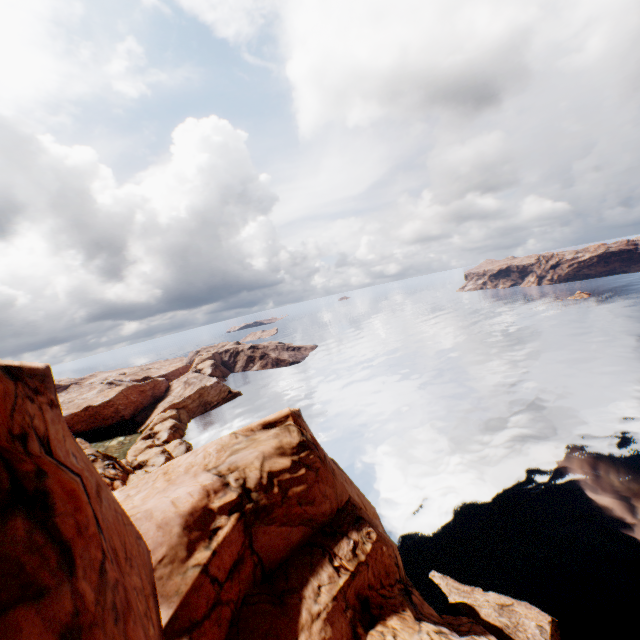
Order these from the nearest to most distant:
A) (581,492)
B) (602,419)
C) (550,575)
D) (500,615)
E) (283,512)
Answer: (283,512) → (500,615) → (550,575) → (581,492) → (602,419)
